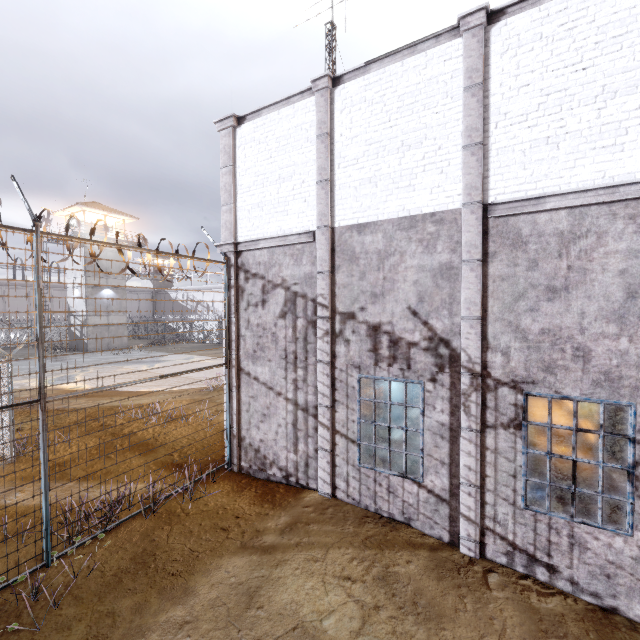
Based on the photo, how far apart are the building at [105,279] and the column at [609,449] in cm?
3944

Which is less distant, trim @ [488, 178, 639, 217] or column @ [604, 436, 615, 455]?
trim @ [488, 178, 639, 217]

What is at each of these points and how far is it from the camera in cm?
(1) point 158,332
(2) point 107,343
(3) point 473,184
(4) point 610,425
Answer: (1) fence, 4562
(2) building, 3441
(3) trim, 557
(4) column, 820

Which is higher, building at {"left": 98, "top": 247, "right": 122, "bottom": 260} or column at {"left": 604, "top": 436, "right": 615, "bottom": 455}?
building at {"left": 98, "top": 247, "right": 122, "bottom": 260}

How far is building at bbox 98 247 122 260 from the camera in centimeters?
3400cm

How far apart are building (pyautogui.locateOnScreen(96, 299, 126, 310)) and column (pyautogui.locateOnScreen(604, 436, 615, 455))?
39.44m

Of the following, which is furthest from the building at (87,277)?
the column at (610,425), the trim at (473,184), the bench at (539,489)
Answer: the column at (610,425)

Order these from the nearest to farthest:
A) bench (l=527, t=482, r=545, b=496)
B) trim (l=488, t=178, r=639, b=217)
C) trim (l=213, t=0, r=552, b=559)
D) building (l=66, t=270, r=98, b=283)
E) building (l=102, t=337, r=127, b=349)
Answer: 1. trim (l=488, t=178, r=639, b=217)
2. trim (l=213, t=0, r=552, b=559)
3. bench (l=527, t=482, r=545, b=496)
4. building (l=66, t=270, r=98, b=283)
5. building (l=102, t=337, r=127, b=349)
